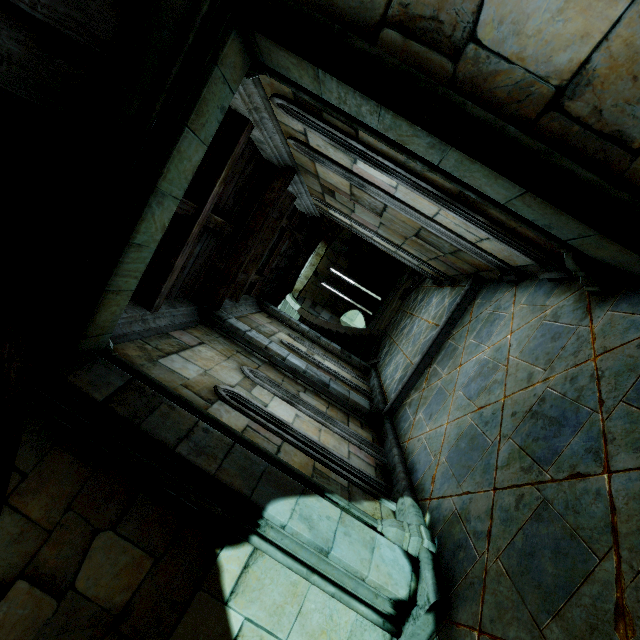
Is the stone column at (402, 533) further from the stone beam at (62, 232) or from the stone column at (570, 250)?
the stone column at (570, 250)

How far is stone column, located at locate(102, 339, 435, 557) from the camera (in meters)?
2.92

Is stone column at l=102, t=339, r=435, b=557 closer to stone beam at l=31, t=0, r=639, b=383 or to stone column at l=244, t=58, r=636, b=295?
stone beam at l=31, t=0, r=639, b=383

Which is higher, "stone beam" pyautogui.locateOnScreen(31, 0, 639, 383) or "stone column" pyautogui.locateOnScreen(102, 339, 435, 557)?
"stone beam" pyautogui.locateOnScreen(31, 0, 639, 383)

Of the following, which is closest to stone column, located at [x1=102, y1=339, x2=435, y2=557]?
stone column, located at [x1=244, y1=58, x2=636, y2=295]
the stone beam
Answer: the stone beam

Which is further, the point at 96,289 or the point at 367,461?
the point at 367,461

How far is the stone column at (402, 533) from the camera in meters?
2.9 m
